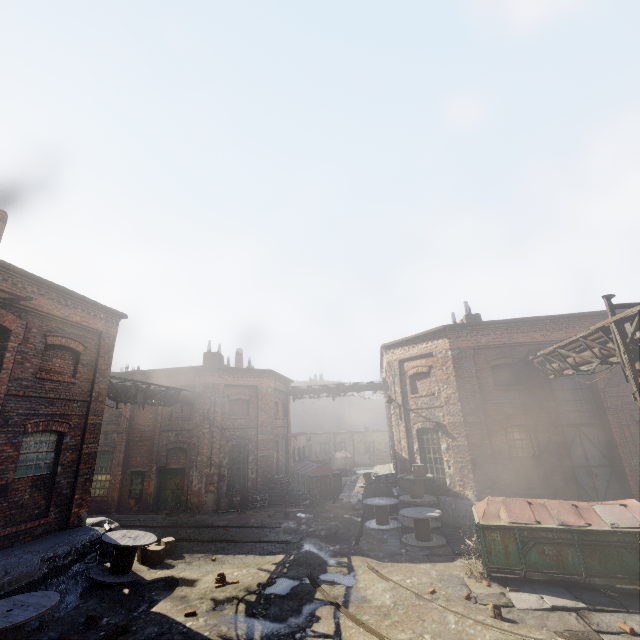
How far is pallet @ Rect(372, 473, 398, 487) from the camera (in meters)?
17.23

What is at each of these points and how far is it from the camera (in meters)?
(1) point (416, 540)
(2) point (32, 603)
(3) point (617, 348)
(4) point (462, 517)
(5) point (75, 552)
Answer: (1) spool, 11.70
(2) spool, 6.56
(3) pipe, 8.40
(4) building, 13.20
(5) building, 9.10

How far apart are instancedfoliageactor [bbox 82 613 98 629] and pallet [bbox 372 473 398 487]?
12.83m

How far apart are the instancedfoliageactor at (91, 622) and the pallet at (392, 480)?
12.8m

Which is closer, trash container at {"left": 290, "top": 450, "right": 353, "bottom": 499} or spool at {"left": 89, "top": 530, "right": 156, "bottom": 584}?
spool at {"left": 89, "top": 530, "right": 156, "bottom": 584}

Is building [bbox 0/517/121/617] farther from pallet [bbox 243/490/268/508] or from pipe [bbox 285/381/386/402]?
pipe [bbox 285/381/386/402]

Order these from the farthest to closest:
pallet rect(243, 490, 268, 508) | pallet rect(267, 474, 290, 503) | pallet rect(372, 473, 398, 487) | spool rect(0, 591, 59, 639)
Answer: pallet rect(267, 474, 290, 503) → pallet rect(243, 490, 268, 508) → pallet rect(372, 473, 398, 487) → spool rect(0, 591, 59, 639)

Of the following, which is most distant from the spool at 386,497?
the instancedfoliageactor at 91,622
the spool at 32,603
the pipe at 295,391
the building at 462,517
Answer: the spool at 32,603
